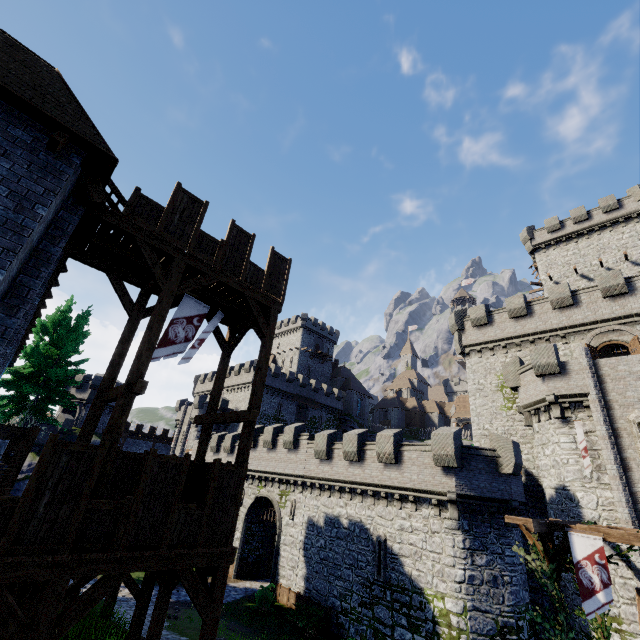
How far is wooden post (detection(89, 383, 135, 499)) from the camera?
7.4 meters

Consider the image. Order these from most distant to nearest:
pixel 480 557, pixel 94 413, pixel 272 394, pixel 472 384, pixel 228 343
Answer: pixel 272 394 → pixel 472 384 → pixel 480 557 → pixel 228 343 → pixel 94 413

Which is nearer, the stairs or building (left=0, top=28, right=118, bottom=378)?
building (left=0, top=28, right=118, bottom=378)

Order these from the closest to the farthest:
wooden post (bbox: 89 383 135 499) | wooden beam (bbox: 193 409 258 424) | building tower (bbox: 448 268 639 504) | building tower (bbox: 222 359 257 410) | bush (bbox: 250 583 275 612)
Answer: wooden post (bbox: 89 383 135 499) < wooden beam (bbox: 193 409 258 424) < bush (bbox: 250 583 275 612) < building tower (bbox: 448 268 639 504) < building tower (bbox: 222 359 257 410)

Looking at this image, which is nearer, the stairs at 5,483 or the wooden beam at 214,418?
the wooden beam at 214,418

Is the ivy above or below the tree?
below

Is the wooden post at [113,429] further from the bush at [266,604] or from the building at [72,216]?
the bush at [266,604]

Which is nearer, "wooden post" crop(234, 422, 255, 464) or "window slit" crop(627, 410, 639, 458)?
"wooden post" crop(234, 422, 255, 464)
